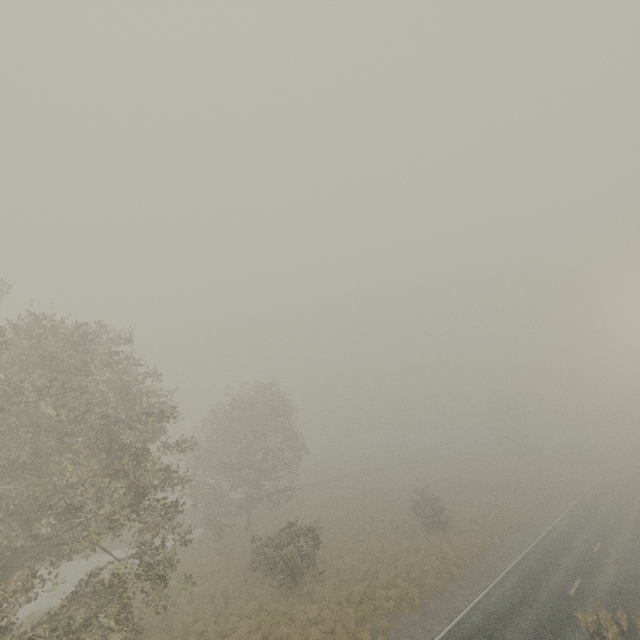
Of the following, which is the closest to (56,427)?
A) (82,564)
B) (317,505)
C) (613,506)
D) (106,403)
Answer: (106,403)
